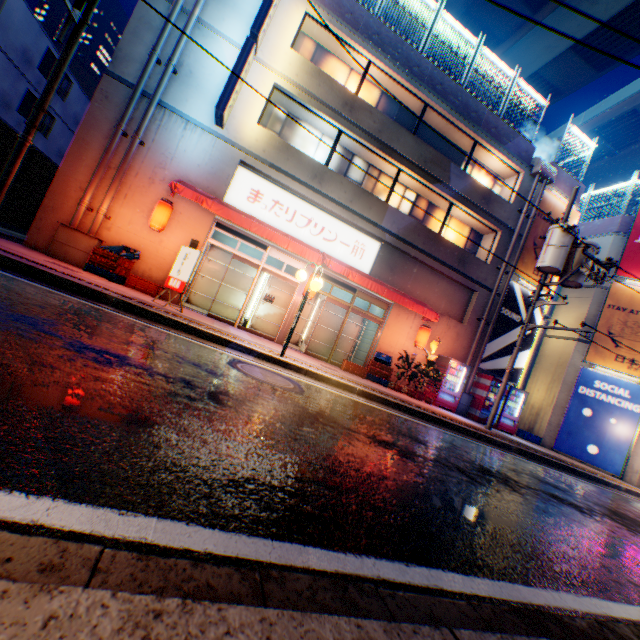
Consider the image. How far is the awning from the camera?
9.81m

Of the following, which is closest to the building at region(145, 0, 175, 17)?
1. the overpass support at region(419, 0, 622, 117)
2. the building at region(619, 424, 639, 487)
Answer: the overpass support at region(419, 0, 622, 117)

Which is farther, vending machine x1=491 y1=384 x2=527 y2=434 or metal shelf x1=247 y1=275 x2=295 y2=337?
vending machine x1=491 y1=384 x2=527 y2=434

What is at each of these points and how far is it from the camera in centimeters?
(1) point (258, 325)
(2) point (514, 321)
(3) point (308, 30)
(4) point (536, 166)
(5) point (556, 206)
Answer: (1) metal shelf, 1334cm
(2) billboard, 1489cm
(3) building, 1211cm
(4) ventilation tube, 1462cm
(5) billboard, 1523cm

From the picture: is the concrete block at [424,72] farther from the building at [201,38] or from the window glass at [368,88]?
the window glass at [368,88]

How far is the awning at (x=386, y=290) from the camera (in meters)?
9.81

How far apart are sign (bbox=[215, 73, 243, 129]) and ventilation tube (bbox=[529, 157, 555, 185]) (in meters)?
12.68

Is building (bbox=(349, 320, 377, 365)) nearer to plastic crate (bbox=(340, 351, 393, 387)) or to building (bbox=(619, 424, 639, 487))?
plastic crate (bbox=(340, 351, 393, 387))
